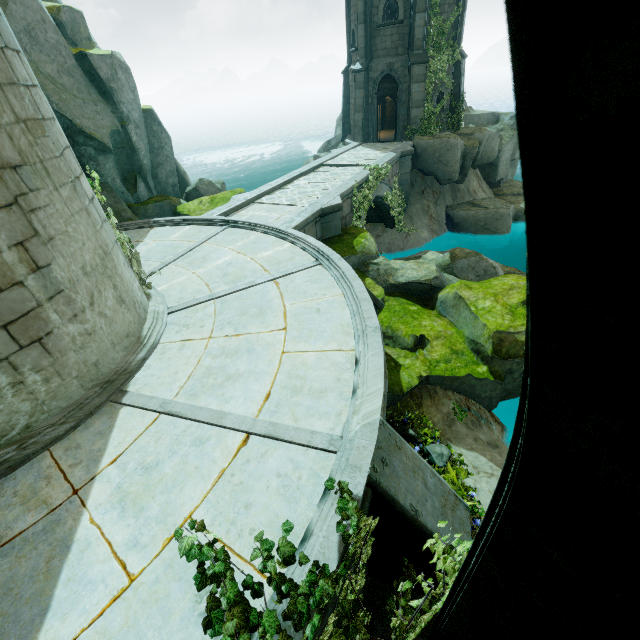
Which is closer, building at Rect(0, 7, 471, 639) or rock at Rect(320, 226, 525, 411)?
building at Rect(0, 7, 471, 639)

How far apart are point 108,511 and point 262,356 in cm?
279

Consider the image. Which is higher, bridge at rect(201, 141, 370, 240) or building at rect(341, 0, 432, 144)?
building at rect(341, 0, 432, 144)

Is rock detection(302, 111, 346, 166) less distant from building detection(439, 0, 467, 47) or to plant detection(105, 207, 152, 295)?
building detection(439, 0, 467, 47)

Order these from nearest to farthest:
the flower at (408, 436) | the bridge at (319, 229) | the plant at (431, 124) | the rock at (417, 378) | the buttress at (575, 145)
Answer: the buttress at (575, 145)
the flower at (408, 436)
the rock at (417, 378)
the bridge at (319, 229)
the plant at (431, 124)

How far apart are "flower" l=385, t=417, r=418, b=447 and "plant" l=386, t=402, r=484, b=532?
0.1m

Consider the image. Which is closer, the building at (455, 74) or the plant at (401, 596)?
the plant at (401, 596)

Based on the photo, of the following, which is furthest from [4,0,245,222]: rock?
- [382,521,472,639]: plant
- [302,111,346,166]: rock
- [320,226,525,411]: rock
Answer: [382,521,472,639]: plant
